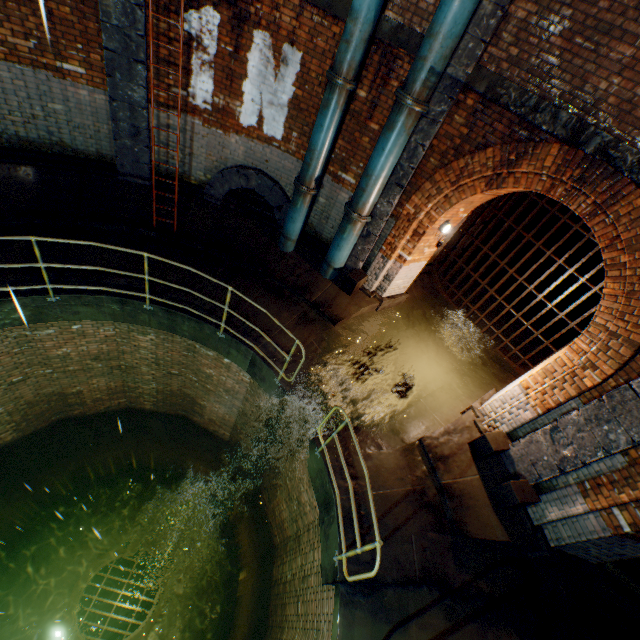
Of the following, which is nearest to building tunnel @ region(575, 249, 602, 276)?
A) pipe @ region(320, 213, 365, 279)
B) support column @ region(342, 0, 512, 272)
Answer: support column @ region(342, 0, 512, 272)

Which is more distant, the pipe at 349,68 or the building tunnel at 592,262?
the building tunnel at 592,262

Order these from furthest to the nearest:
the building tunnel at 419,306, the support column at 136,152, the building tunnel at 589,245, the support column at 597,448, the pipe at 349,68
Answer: the building tunnel at 589,245, the building tunnel at 419,306, the support column at 136,152, the pipe at 349,68, the support column at 597,448

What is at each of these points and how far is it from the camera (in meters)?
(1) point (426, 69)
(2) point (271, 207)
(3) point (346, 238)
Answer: (1) pipe, 4.90
(2) sewerage pipe, 7.98
(3) pipe, 7.08

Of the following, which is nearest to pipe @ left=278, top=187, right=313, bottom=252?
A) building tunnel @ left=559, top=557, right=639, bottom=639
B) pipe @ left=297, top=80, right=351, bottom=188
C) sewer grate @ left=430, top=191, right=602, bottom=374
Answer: pipe @ left=297, top=80, right=351, bottom=188

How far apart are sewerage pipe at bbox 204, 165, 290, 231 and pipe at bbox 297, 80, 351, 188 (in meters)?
0.69

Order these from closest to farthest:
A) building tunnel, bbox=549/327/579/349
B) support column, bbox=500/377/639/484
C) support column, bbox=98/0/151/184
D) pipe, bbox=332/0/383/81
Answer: support column, bbox=500/377/639/484, pipe, bbox=332/0/383/81, support column, bbox=98/0/151/184, building tunnel, bbox=549/327/579/349

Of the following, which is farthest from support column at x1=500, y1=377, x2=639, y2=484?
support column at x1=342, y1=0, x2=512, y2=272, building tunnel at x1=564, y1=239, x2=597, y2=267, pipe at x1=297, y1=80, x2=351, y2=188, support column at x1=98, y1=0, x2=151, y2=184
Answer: building tunnel at x1=564, y1=239, x2=597, y2=267
